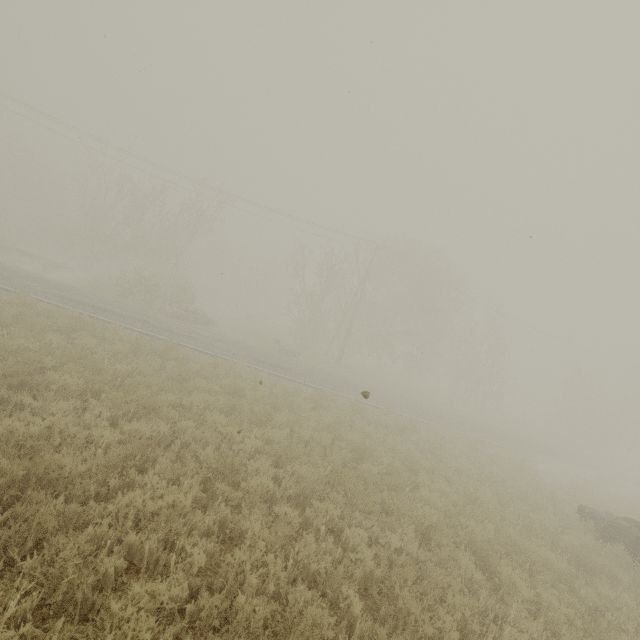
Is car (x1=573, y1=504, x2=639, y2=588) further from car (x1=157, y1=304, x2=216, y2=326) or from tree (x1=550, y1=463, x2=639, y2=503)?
car (x1=157, y1=304, x2=216, y2=326)

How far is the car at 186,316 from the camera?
22.9m

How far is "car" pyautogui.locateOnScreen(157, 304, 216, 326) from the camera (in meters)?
22.91

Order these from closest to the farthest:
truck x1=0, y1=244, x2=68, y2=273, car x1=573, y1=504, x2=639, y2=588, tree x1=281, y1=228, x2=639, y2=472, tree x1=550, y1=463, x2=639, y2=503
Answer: car x1=573, y1=504, x2=639, y2=588, tree x1=550, y1=463, x2=639, y2=503, truck x1=0, y1=244, x2=68, y2=273, tree x1=281, y1=228, x2=639, y2=472

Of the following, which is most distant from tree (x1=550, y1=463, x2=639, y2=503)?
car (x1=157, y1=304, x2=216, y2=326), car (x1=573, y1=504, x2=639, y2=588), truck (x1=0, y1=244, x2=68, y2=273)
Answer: truck (x1=0, y1=244, x2=68, y2=273)

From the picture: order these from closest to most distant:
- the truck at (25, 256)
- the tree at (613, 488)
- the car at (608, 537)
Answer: the car at (608, 537)
the tree at (613, 488)
the truck at (25, 256)

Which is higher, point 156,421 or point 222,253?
point 222,253

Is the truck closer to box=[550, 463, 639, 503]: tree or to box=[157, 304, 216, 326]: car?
box=[157, 304, 216, 326]: car
